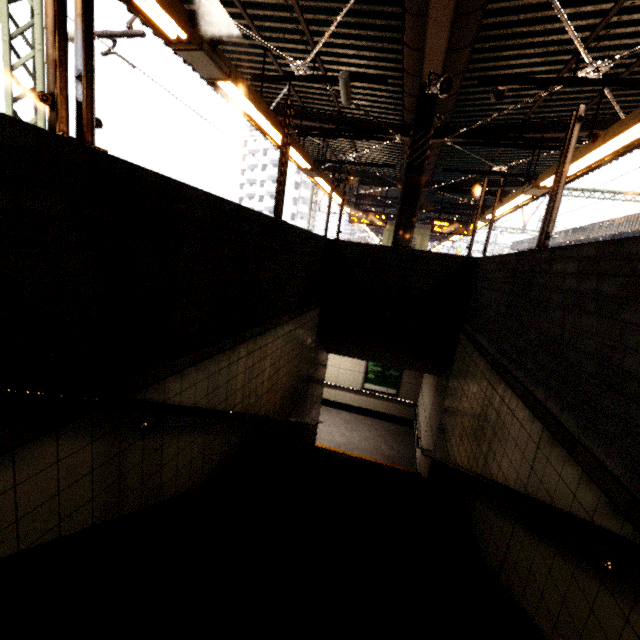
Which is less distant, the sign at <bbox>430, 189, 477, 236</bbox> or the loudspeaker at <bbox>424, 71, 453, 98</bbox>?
the loudspeaker at <bbox>424, 71, 453, 98</bbox>

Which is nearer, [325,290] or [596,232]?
[325,290]

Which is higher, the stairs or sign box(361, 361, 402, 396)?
the stairs

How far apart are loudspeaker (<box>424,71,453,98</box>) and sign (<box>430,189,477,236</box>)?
7.3 meters

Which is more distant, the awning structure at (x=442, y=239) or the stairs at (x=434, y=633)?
the awning structure at (x=442, y=239)

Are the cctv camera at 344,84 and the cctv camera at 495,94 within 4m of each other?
yes

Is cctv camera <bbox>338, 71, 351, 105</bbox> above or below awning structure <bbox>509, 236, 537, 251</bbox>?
below

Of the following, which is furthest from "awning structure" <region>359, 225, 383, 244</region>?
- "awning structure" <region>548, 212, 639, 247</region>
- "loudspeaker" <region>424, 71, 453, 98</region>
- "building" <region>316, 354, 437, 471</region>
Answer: "awning structure" <region>548, 212, 639, 247</region>
